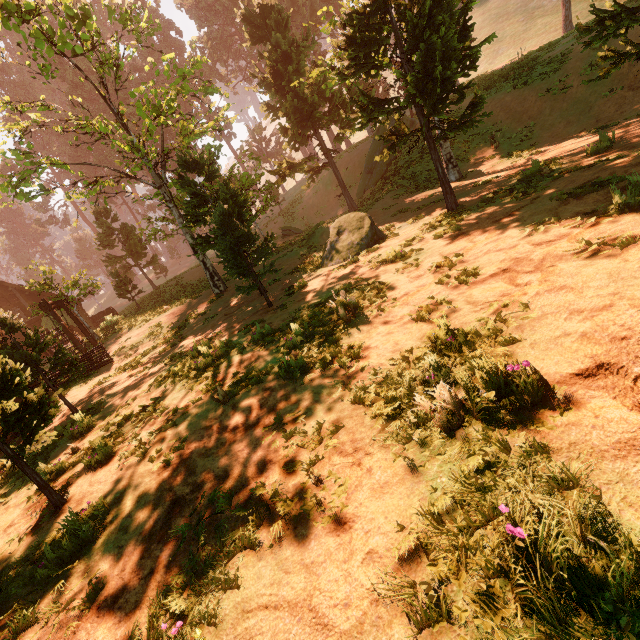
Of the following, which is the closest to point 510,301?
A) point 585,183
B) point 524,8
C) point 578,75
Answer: point 585,183

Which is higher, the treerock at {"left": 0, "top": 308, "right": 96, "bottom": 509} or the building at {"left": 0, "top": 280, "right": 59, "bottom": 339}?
the building at {"left": 0, "top": 280, "right": 59, "bottom": 339}

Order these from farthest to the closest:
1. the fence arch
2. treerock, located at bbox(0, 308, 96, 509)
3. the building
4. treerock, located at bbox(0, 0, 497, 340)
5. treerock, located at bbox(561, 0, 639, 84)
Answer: the building, the fence arch, treerock, located at bbox(0, 0, 497, 340), treerock, located at bbox(561, 0, 639, 84), treerock, located at bbox(0, 308, 96, 509)

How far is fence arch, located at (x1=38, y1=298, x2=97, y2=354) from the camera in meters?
15.9

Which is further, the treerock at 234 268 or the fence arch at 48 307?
the fence arch at 48 307

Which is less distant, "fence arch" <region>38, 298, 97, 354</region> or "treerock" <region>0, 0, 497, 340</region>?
"treerock" <region>0, 0, 497, 340</region>

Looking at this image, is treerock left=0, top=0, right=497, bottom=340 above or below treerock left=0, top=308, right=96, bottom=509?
above

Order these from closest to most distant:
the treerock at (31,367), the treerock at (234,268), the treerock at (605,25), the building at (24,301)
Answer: the treerock at (31,367) → the treerock at (605,25) → the treerock at (234,268) → the building at (24,301)
